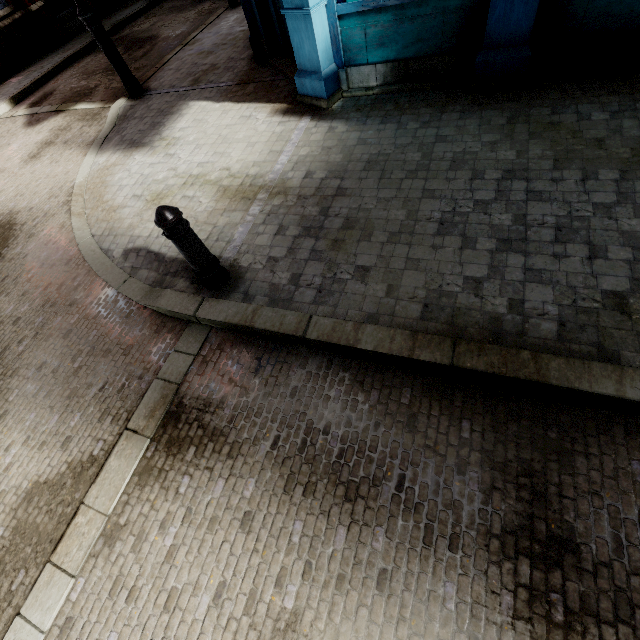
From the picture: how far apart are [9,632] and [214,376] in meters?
2.2 m

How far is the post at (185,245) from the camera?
2.7m

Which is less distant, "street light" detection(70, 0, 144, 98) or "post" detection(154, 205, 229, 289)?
"post" detection(154, 205, 229, 289)

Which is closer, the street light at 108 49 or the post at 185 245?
the post at 185 245

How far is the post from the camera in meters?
2.7 m
